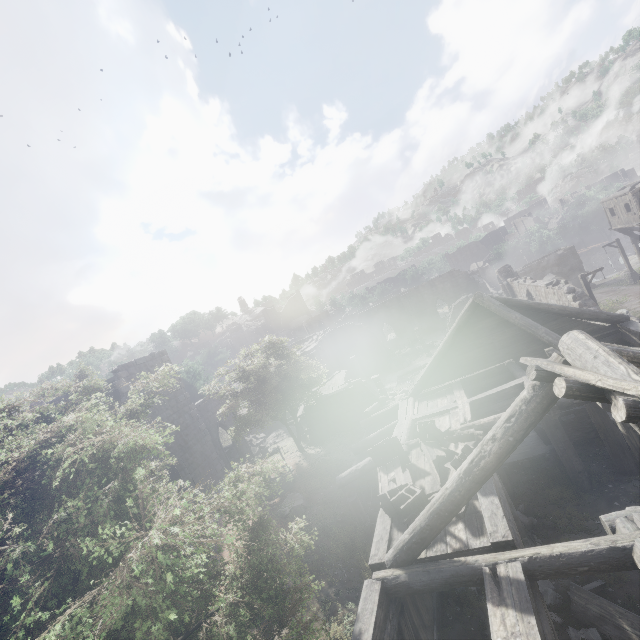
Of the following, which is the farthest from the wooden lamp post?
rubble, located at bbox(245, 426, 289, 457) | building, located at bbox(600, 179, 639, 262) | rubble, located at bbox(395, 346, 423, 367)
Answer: rubble, located at bbox(245, 426, 289, 457)

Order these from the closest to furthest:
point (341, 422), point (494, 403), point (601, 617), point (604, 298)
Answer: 1. point (601, 617)
2. point (494, 403)
3. point (341, 422)
4. point (604, 298)

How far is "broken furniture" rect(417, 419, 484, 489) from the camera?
7.6m

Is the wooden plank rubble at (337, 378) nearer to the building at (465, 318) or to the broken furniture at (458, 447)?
the building at (465, 318)

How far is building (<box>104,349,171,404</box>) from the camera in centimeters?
1823cm

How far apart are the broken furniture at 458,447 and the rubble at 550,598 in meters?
2.4 m

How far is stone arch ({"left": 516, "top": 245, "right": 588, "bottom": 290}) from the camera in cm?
4034

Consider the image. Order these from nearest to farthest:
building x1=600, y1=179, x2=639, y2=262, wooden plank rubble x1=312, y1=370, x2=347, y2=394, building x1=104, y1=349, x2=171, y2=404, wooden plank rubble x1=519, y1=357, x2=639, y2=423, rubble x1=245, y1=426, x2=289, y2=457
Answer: wooden plank rubble x1=519, y1=357, x2=639, y2=423 → building x1=104, y1=349, x2=171, y2=404 → wooden plank rubble x1=312, y1=370, x2=347, y2=394 → building x1=600, y1=179, x2=639, y2=262 → rubble x1=245, y1=426, x2=289, y2=457
